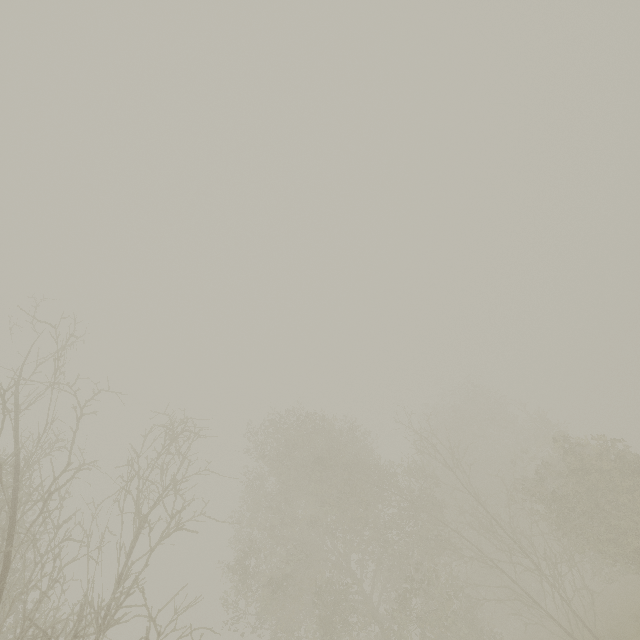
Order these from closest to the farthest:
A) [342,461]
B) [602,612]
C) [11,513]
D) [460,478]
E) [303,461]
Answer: [11,513] < [602,612] < [342,461] < [303,461] < [460,478]
